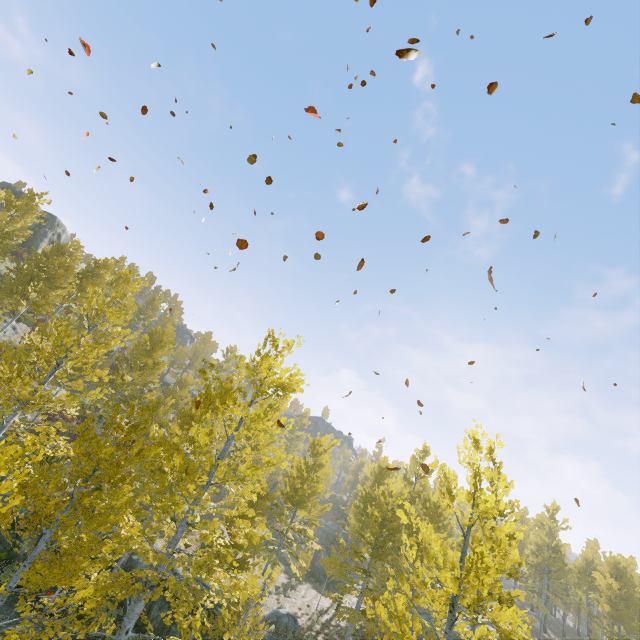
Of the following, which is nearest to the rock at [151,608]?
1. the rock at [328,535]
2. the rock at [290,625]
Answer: the rock at [290,625]

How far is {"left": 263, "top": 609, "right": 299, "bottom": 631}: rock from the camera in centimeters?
1579cm

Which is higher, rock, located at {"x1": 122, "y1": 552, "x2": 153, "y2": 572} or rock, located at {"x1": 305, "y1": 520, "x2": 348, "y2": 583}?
rock, located at {"x1": 305, "y1": 520, "x2": 348, "y2": 583}

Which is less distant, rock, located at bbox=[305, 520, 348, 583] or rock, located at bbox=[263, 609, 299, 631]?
rock, located at bbox=[263, 609, 299, 631]

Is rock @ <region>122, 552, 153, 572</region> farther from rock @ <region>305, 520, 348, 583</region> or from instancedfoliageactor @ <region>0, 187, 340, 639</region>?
rock @ <region>305, 520, 348, 583</region>

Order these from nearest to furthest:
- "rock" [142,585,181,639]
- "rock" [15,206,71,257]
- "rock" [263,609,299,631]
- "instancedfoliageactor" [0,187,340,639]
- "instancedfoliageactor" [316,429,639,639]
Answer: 1. "instancedfoliageactor" [0,187,340,639]
2. "instancedfoliageactor" [316,429,639,639]
3. "rock" [142,585,181,639]
4. "rock" [263,609,299,631]
5. "rock" [15,206,71,257]

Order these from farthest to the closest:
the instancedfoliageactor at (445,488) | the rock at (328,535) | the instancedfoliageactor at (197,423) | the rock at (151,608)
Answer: the rock at (328,535) → the rock at (151,608) → the instancedfoliageactor at (445,488) → the instancedfoliageactor at (197,423)

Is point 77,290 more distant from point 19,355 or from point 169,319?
point 169,319
